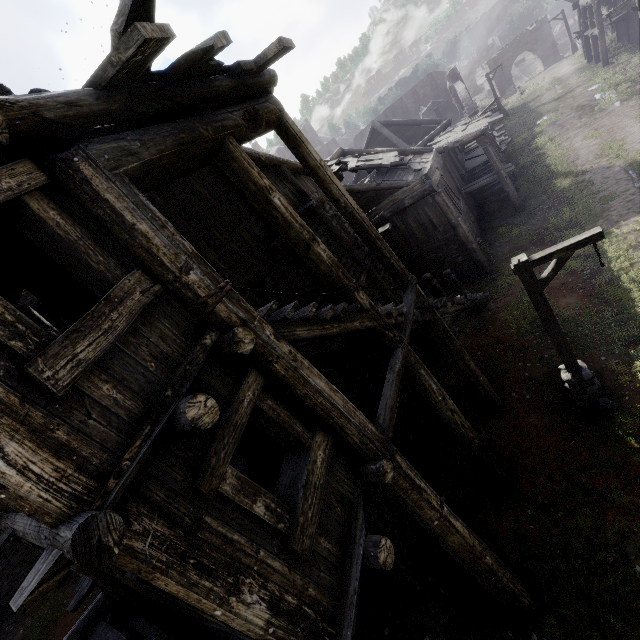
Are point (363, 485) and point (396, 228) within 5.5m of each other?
no

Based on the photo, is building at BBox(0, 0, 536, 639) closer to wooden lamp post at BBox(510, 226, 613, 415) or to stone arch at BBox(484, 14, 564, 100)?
stone arch at BBox(484, 14, 564, 100)

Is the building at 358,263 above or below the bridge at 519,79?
above

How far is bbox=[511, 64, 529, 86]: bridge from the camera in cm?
5173

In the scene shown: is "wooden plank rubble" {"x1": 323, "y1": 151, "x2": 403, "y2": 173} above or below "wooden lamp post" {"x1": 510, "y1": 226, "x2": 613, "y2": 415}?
above

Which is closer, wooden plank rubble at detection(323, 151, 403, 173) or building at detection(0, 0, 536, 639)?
building at detection(0, 0, 536, 639)

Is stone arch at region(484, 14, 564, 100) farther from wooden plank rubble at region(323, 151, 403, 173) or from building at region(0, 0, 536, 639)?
wooden plank rubble at region(323, 151, 403, 173)

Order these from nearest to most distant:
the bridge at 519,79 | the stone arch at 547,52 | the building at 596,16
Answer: the building at 596,16 → the stone arch at 547,52 → the bridge at 519,79
